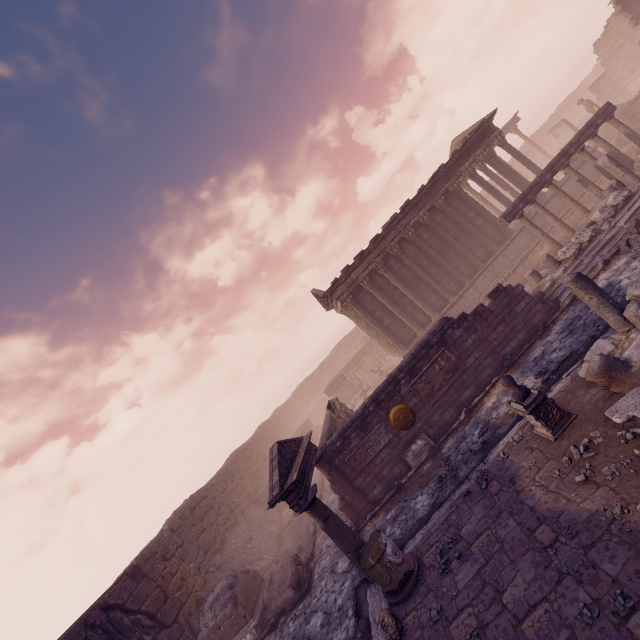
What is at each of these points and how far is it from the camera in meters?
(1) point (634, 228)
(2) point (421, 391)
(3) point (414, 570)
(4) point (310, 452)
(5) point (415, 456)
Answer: Result:
(1) stone blocks, 11.0 m
(2) relief sculpture, 11.7 m
(3) column base, 7.0 m
(4) entablature, 11.5 m
(5) building debris, 11.4 m

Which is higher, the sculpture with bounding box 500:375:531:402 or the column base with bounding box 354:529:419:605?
the sculpture with bounding box 500:375:531:402

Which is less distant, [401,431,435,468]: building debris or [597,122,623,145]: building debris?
[401,431,435,468]: building debris

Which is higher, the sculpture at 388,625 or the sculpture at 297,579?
the sculpture at 388,625

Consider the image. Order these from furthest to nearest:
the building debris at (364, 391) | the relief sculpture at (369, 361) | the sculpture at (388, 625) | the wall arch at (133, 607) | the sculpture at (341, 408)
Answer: the relief sculpture at (369, 361), the building debris at (364, 391), the sculpture at (341, 408), the wall arch at (133, 607), the sculpture at (388, 625)

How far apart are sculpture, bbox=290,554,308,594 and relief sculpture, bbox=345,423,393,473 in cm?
416

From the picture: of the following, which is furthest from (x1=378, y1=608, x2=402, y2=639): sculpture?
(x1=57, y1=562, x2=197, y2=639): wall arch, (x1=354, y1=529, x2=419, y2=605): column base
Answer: (x1=57, y1=562, x2=197, y2=639): wall arch

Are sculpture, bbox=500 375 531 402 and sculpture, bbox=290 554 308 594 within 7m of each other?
no
